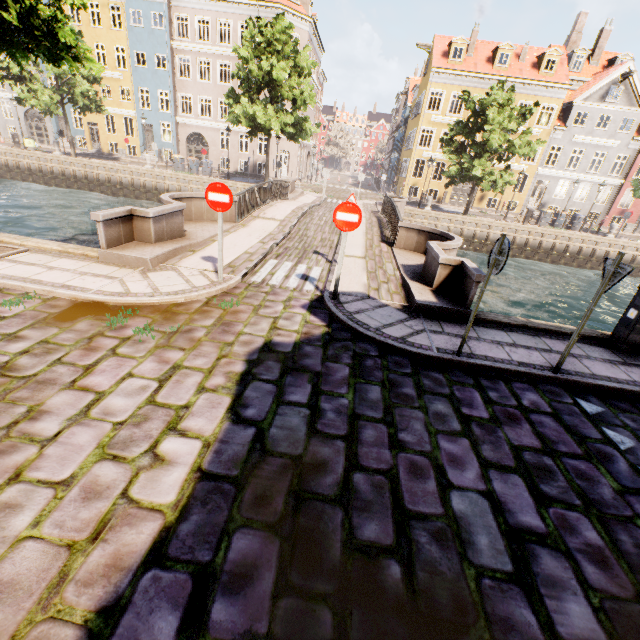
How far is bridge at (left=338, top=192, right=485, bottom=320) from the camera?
6.7 meters

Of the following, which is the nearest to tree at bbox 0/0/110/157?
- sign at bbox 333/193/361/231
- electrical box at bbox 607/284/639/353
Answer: electrical box at bbox 607/284/639/353

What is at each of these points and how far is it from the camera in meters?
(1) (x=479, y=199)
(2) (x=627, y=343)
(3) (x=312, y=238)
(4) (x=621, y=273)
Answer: (1) building, 32.6
(2) electrical box, 6.1
(3) bridge, 11.9
(4) sign, 4.2

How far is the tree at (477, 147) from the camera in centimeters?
2083cm

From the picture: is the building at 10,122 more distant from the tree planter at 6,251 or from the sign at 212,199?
the sign at 212,199

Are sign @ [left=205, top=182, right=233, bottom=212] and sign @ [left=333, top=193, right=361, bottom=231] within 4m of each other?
yes

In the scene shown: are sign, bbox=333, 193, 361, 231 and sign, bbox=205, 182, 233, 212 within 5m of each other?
yes

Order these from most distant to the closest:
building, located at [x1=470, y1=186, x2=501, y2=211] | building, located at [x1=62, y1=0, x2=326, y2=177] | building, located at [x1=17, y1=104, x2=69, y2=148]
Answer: building, located at [x1=17, y1=104, x2=69, y2=148], building, located at [x1=470, y1=186, x2=501, y2=211], building, located at [x1=62, y1=0, x2=326, y2=177]
